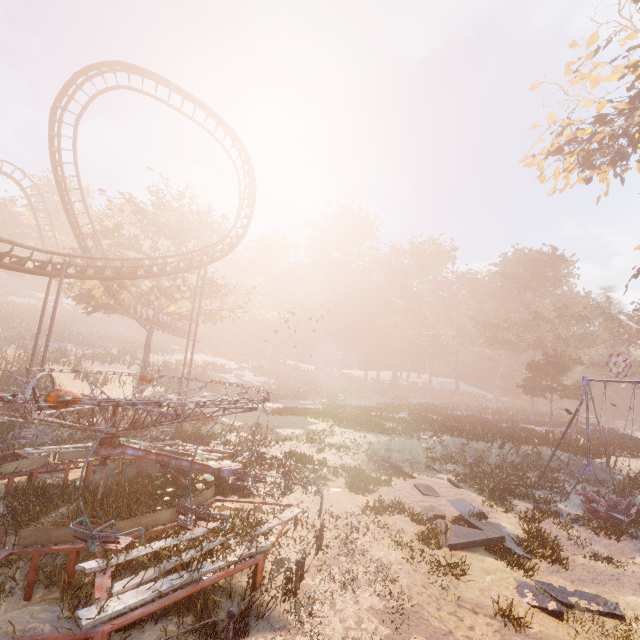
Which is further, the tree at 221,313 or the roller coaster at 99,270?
the tree at 221,313

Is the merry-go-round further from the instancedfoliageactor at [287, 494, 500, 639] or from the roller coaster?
the roller coaster

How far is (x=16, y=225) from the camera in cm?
5819

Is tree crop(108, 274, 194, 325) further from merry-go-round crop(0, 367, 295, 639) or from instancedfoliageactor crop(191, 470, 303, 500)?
instancedfoliageactor crop(191, 470, 303, 500)

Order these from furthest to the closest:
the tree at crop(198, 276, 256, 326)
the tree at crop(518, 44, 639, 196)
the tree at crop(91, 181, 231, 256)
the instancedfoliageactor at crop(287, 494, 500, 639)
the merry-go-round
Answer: the tree at crop(198, 276, 256, 326) → the tree at crop(91, 181, 231, 256) → the tree at crop(518, 44, 639, 196) → the instancedfoliageactor at crop(287, 494, 500, 639) → the merry-go-round

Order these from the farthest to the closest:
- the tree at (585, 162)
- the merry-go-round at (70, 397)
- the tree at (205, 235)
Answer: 1. the tree at (205, 235)
2. the tree at (585, 162)
3. the merry-go-round at (70, 397)

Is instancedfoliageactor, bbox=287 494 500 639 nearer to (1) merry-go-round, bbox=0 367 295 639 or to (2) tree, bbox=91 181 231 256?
(1) merry-go-round, bbox=0 367 295 639

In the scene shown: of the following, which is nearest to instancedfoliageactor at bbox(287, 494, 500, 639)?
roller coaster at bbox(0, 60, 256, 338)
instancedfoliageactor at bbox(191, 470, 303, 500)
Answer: instancedfoliageactor at bbox(191, 470, 303, 500)
